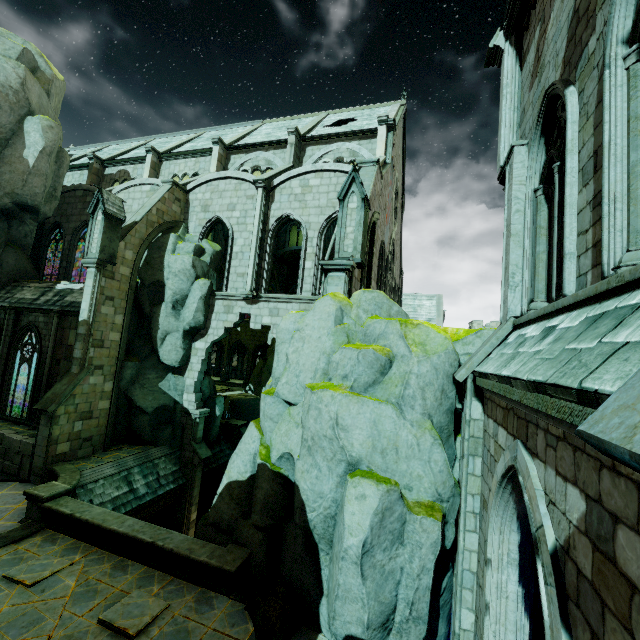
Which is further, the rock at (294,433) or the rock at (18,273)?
the rock at (18,273)

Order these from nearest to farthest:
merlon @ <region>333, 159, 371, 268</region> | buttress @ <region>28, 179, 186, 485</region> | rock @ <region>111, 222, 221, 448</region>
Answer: merlon @ <region>333, 159, 371, 268</region>, buttress @ <region>28, 179, 186, 485</region>, rock @ <region>111, 222, 221, 448</region>

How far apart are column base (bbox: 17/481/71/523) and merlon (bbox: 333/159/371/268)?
12.1m

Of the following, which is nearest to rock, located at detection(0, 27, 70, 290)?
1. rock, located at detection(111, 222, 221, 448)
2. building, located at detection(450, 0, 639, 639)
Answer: building, located at detection(450, 0, 639, 639)

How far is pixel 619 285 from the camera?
3.31m

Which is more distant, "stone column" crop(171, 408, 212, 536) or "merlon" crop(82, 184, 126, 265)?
"stone column" crop(171, 408, 212, 536)

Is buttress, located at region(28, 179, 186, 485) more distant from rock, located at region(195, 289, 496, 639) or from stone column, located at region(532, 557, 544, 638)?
stone column, located at region(532, 557, 544, 638)

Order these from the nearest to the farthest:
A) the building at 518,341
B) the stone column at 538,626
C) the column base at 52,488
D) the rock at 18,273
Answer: the building at 518,341 < the stone column at 538,626 < the column base at 52,488 < the rock at 18,273
